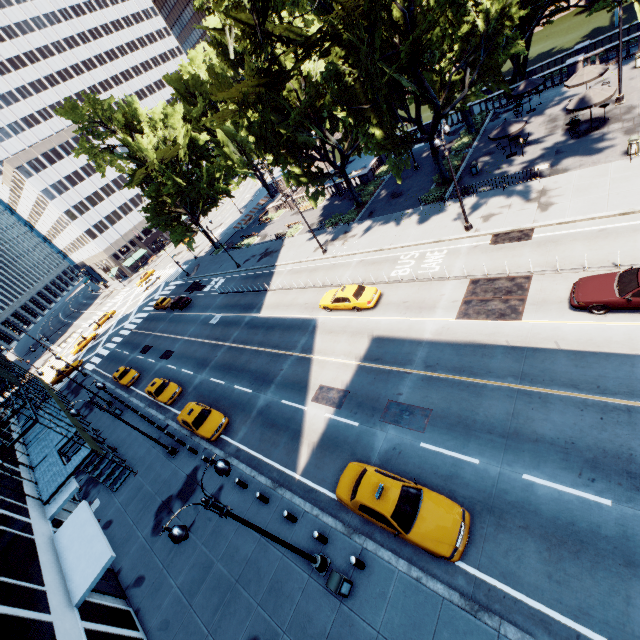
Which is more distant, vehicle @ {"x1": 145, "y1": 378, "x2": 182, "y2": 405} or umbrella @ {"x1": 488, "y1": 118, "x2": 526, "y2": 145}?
vehicle @ {"x1": 145, "y1": 378, "x2": 182, "y2": 405}

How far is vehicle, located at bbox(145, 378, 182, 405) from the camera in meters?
27.6 m

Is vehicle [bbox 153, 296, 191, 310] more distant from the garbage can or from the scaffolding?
the garbage can

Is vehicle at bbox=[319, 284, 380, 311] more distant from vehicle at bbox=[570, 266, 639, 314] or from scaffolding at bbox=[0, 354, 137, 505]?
scaffolding at bbox=[0, 354, 137, 505]

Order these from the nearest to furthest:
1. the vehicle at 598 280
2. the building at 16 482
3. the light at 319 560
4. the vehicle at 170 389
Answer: the light at 319 560, the vehicle at 598 280, the building at 16 482, the vehicle at 170 389

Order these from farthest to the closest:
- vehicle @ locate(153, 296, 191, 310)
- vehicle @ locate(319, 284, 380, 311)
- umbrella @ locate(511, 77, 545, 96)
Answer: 1. vehicle @ locate(153, 296, 191, 310)
2. umbrella @ locate(511, 77, 545, 96)
3. vehicle @ locate(319, 284, 380, 311)

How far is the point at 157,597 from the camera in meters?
15.6

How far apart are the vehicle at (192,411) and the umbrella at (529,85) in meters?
39.5 m
